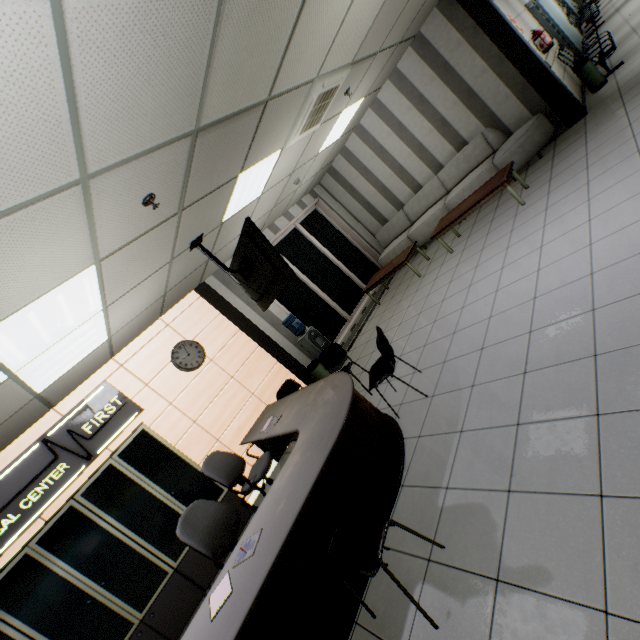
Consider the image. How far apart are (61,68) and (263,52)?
1.7m

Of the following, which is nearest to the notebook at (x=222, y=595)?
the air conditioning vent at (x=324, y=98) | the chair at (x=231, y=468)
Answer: the chair at (x=231, y=468)

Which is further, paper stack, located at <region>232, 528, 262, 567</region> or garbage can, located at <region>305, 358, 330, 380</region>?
garbage can, located at <region>305, 358, 330, 380</region>

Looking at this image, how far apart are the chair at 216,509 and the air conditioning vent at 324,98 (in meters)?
4.39

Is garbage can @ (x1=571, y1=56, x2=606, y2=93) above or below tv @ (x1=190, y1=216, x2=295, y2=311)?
below

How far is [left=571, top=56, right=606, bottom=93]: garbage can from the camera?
6.0 meters

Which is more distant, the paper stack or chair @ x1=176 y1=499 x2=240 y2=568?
chair @ x1=176 y1=499 x2=240 y2=568

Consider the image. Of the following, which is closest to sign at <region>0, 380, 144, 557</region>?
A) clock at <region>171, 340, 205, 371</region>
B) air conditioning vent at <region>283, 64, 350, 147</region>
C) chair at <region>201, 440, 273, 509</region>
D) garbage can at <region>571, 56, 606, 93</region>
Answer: clock at <region>171, 340, 205, 371</region>
